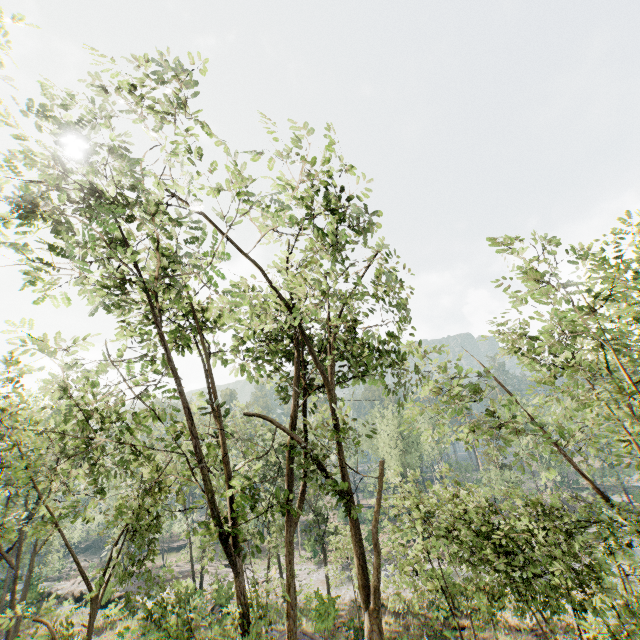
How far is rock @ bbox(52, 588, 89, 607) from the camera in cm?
3256

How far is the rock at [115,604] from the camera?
27.8 meters

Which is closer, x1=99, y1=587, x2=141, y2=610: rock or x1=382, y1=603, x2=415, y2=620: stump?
x1=382, y1=603, x2=415, y2=620: stump

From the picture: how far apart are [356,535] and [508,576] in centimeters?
764cm

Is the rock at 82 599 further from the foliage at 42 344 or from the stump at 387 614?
the stump at 387 614

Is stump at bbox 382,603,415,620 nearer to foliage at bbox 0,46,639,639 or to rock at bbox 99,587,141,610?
foliage at bbox 0,46,639,639

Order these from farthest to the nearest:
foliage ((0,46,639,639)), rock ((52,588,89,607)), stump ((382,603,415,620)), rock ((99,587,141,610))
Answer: rock ((52,588,89,607))
rock ((99,587,141,610))
stump ((382,603,415,620))
foliage ((0,46,639,639))

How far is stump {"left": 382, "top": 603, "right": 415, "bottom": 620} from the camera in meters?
25.8 m
